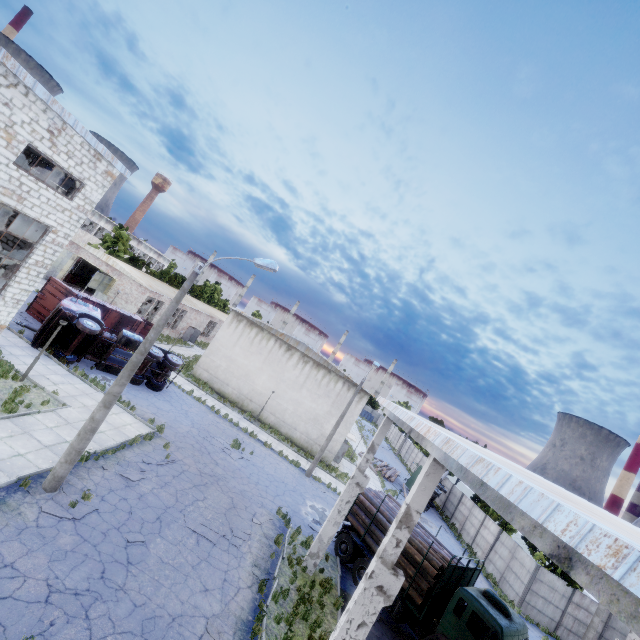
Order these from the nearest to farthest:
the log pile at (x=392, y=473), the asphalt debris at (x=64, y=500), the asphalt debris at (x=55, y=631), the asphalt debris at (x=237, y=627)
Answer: the asphalt debris at (x=55, y=631), the asphalt debris at (x=237, y=627), the asphalt debris at (x=64, y=500), the log pile at (x=392, y=473)

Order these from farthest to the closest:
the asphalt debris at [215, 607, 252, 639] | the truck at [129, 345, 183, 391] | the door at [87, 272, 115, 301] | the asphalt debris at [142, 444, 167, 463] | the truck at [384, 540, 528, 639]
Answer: the door at [87, 272, 115, 301] < the truck at [129, 345, 183, 391] < the asphalt debris at [142, 444, 167, 463] < the truck at [384, 540, 528, 639] < the asphalt debris at [215, 607, 252, 639]

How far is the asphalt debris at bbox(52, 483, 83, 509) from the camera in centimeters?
1025cm

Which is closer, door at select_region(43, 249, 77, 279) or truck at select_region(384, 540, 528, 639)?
truck at select_region(384, 540, 528, 639)

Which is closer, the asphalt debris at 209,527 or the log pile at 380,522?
the asphalt debris at 209,527

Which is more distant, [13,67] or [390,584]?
[13,67]

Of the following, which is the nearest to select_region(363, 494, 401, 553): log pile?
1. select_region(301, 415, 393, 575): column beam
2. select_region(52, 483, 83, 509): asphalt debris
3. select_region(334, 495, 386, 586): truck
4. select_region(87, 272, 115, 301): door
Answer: select_region(334, 495, 386, 586): truck

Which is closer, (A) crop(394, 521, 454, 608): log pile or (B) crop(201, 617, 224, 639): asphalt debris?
(B) crop(201, 617, 224, 639): asphalt debris
